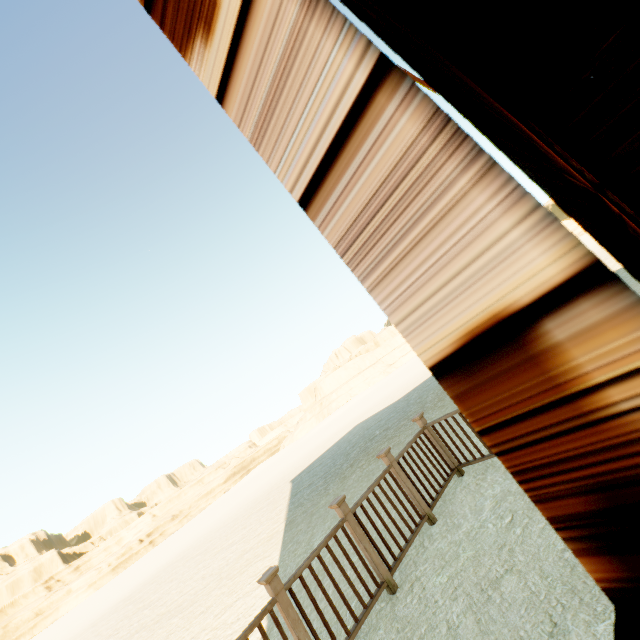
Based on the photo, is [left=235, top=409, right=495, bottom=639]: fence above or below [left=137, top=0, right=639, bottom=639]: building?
below

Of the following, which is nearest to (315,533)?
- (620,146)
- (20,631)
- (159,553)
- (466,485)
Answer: (466,485)

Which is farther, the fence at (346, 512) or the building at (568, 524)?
the fence at (346, 512)

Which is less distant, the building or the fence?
the building

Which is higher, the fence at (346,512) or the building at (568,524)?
the building at (568,524)
